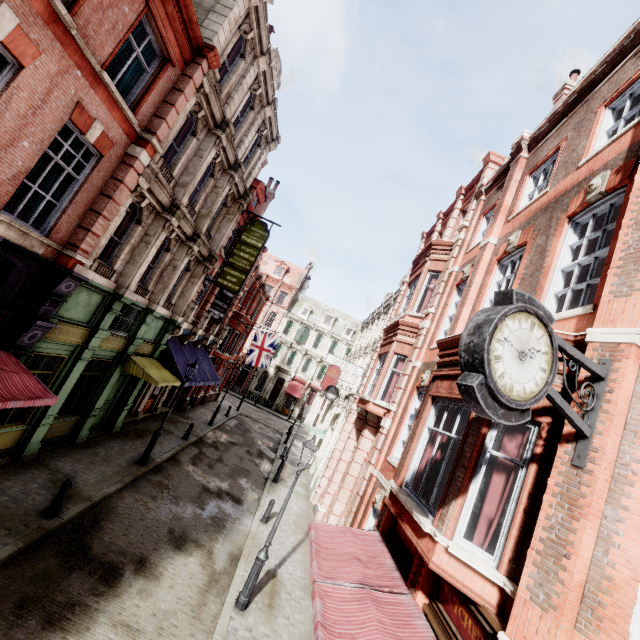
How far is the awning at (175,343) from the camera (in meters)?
13.62

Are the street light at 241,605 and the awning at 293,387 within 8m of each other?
no

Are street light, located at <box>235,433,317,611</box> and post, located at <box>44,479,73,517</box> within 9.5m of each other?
yes

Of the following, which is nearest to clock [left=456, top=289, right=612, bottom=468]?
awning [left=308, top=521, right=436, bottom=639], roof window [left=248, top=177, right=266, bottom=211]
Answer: awning [left=308, top=521, right=436, bottom=639]

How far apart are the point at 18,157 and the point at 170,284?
7.8 meters

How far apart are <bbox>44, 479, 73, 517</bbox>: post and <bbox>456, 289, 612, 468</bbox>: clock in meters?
10.8

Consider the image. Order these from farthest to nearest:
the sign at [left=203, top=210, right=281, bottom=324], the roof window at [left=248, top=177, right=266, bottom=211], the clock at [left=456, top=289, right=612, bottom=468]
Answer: the roof window at [left=248, top=177, right=266, bottom=211] < the sign at [left=203, top=210, right=281, bottom=324] < the clock at [left=456, top=289, right=612, bottom=468]

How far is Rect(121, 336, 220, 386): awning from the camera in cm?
1362
